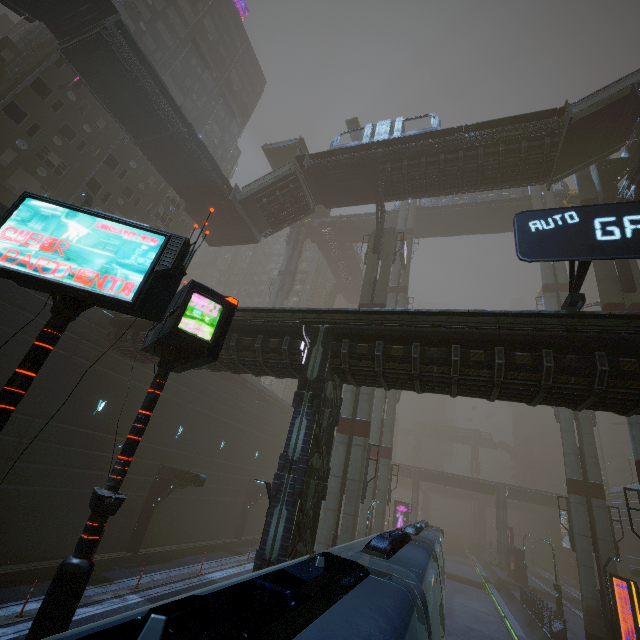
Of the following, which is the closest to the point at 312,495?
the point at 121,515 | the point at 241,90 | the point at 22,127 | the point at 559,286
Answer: the point at 121,515

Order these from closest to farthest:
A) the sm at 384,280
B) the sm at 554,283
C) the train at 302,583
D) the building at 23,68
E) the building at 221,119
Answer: the train at 302,583, the building at 23,68, the sm at 384,280, the sm at 554,283, the building at 221,119

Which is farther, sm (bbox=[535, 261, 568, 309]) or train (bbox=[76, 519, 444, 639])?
Result: sm (bbox=[535, 261, 568, 309])

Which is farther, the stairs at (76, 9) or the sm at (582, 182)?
the sm at (582, 182)

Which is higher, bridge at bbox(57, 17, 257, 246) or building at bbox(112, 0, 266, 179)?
building at bbox(112, 0, 266, 179)

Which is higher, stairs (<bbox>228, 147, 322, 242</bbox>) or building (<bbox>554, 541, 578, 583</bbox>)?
stairs (<bbox>228, 147, 322, 242</bbox>)

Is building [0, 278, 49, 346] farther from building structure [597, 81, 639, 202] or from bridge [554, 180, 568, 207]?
bridge [554, 180, 568, 207]

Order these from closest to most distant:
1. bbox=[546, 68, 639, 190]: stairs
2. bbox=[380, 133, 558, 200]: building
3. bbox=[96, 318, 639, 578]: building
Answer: bbox=[96, 318, 639, 578]: building
bbox=[546, 68, 639, 190]: stairs
bbox=[380, 133, 558, 200]: building
